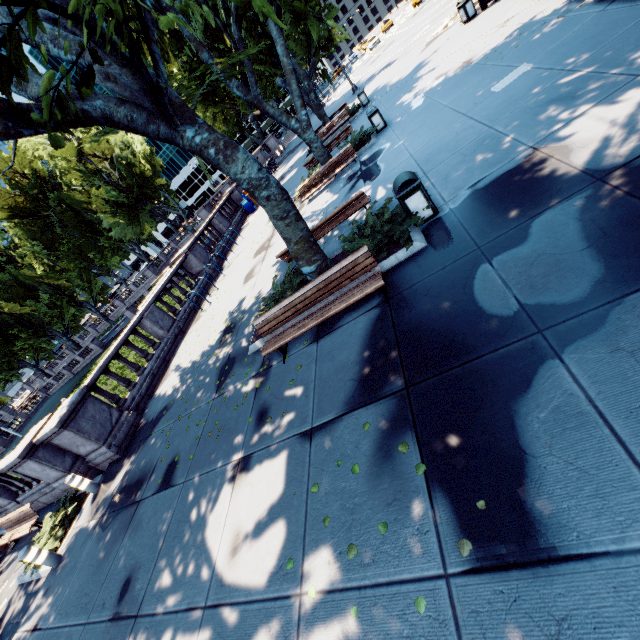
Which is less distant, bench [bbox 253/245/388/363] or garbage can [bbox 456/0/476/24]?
bench [bbox 253/245/388/363]

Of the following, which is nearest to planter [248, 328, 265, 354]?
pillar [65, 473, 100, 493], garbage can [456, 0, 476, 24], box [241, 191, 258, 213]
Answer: pillar [65, 473, 100, 493]

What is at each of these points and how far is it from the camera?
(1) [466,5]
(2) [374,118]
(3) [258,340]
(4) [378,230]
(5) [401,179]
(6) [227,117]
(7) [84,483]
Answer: (1) garbage can, 16.02m
(2) garbage can, 13.73m
(3) planter, 8.00m
(4) bush, 7.25m
(5) garbage can, 6.26m
(6) tree, 25.16m
(7) pillar, 8.93m

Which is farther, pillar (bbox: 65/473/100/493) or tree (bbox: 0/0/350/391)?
pillar (bbox: 65/473/100/493)

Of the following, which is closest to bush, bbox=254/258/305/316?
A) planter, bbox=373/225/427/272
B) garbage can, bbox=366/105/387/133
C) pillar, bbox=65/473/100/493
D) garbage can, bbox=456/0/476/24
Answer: planter, bbox=373/225/427/272

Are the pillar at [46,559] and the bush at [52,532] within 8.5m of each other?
yes

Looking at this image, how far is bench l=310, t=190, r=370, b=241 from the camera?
8.1 meters

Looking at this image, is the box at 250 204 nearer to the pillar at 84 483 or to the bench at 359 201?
the bench at 359 201
